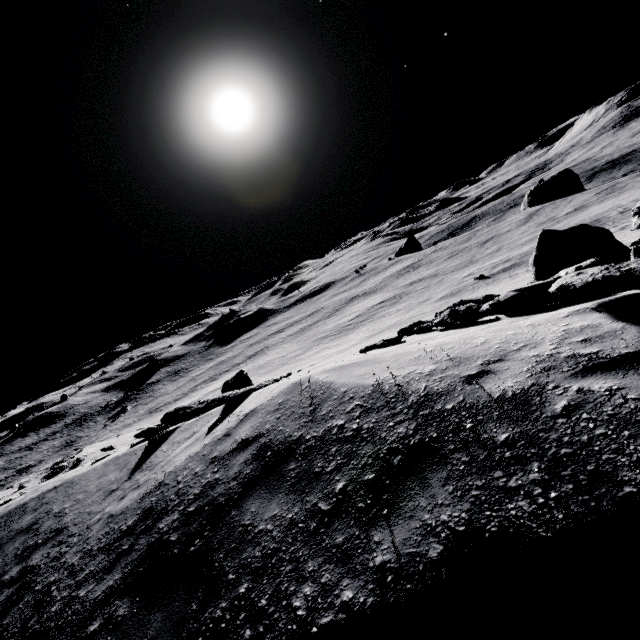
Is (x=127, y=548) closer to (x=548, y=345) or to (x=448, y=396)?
(x=448, y=396)
